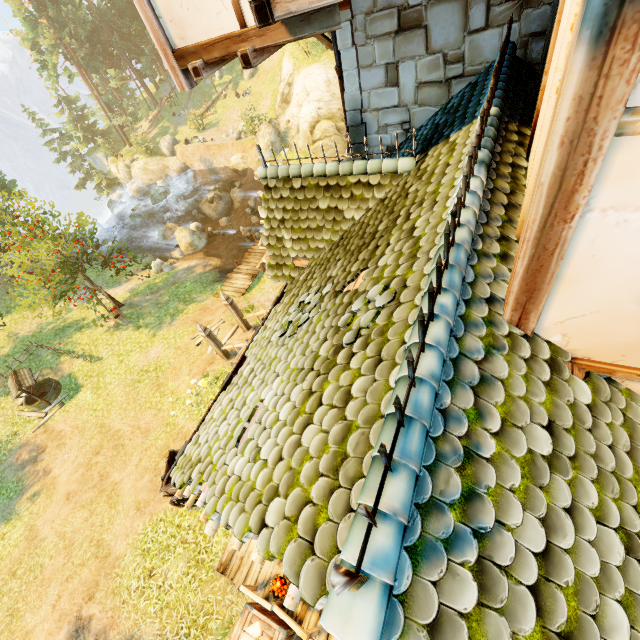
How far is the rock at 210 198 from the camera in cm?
2823

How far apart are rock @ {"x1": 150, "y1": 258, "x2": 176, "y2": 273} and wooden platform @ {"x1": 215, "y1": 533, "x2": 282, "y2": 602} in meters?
16.8

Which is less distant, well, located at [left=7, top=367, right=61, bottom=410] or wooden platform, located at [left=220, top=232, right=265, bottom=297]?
well, located at [left=7, top=367, right=61, bottom=410]

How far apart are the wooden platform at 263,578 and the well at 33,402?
12.52m

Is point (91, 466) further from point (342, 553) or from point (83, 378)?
point (342, 553)

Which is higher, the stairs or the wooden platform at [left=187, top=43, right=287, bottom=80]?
the wooden platform at [left=187, top=43, right=287, bottom=80]

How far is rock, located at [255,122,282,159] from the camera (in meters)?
27.19

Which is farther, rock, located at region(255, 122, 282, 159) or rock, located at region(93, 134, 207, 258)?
rock, located at region(255, 122, 282, 159)
